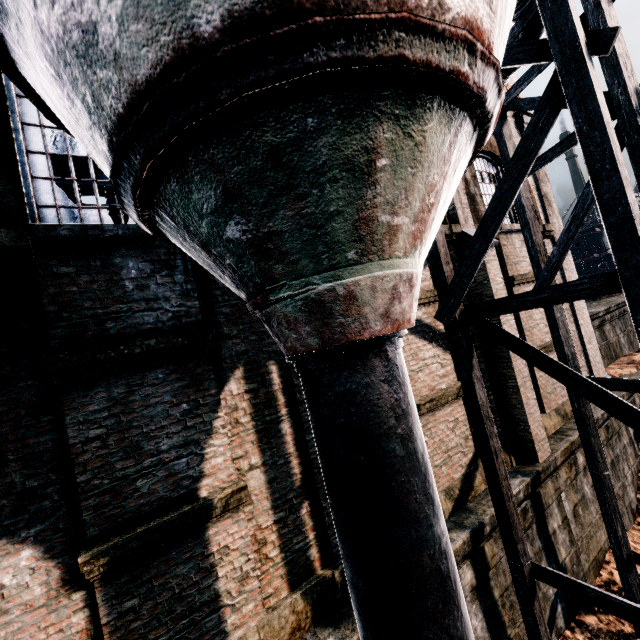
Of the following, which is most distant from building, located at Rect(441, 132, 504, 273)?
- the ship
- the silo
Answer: the ship

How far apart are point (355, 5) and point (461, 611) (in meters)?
4.59

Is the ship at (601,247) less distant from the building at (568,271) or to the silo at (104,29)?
the building at (568,271)

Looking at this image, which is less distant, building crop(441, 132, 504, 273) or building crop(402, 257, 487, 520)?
building crop(402, 257, 487, 520)

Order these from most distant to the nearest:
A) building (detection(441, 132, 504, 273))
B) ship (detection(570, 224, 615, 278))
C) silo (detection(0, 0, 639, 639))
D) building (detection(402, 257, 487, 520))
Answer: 1. ship (detection(570, 224, 615, 278))
2. building (detection(441, 132, 504, 273))
3. building (detection(402, 257, 487, 520))
4. silo (detection(0, 0, 639, 639))

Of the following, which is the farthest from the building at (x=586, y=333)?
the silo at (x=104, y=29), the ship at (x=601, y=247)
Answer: the ship at (x=601, y=247)
